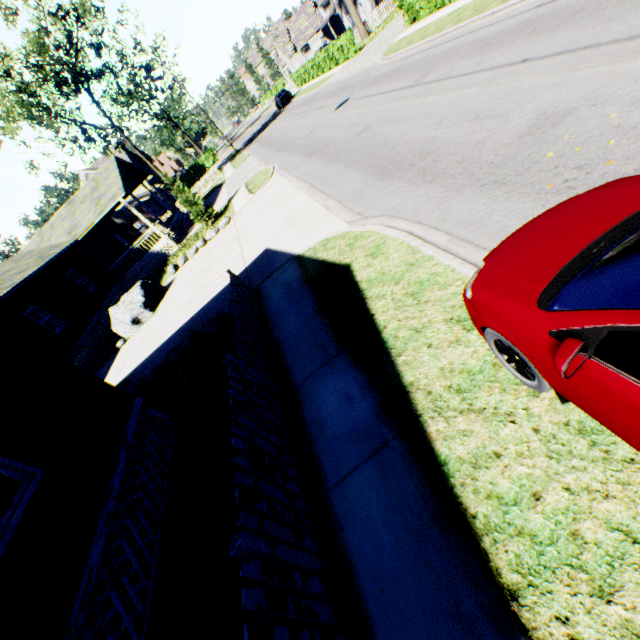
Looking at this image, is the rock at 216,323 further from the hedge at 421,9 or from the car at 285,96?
the car at 285,96

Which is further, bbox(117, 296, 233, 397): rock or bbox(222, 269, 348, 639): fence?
bbox(117, 296, 233, 397): rock

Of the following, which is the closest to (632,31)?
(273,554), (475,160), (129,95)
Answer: (475,160)

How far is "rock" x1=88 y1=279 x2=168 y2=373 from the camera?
14.6m

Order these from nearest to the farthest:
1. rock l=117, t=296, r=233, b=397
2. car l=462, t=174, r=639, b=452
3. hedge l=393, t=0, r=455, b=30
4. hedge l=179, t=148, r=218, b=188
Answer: car l=462, t=174, r=639, b=452 → rock l=117, t=296, r=233, b=397 → hedge l=393, t=0, r=455, b=30 → hedge l=179, t=148, r=218, b=188

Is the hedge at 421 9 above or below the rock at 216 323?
above

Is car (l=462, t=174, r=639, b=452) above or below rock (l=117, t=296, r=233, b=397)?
above

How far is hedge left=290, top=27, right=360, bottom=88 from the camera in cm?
2797
